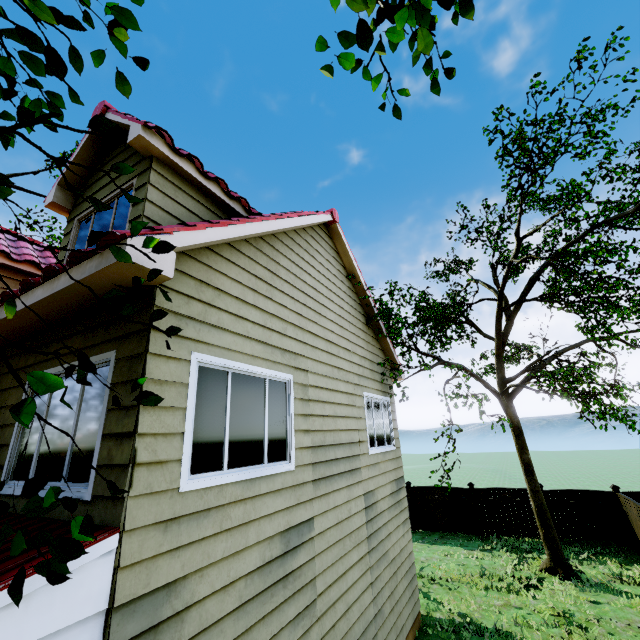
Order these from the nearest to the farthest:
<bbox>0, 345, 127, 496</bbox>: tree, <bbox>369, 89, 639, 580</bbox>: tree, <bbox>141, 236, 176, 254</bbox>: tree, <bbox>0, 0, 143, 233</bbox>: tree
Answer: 1. <bbox>0, 345, 127, 496</bbox>: tree
2. <bbox>0, 0, 143, 233</bbox>: tree
3. <bbox>141, 236, 176, 254</bbox>: tree
4. <bbox>369, 89, 639, 580</bbox>: tree

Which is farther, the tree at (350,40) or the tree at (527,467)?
the tree at (527,467)

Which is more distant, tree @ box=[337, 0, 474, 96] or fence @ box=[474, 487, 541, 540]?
fence @ box=[474, 487, 541, 540]

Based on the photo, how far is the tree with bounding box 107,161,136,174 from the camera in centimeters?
209cm

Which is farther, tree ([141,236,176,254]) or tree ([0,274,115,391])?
tree ([141,236,176,254])

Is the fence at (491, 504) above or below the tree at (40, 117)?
below

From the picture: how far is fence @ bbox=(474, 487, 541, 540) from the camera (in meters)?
13.43

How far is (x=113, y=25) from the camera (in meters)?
2.94
